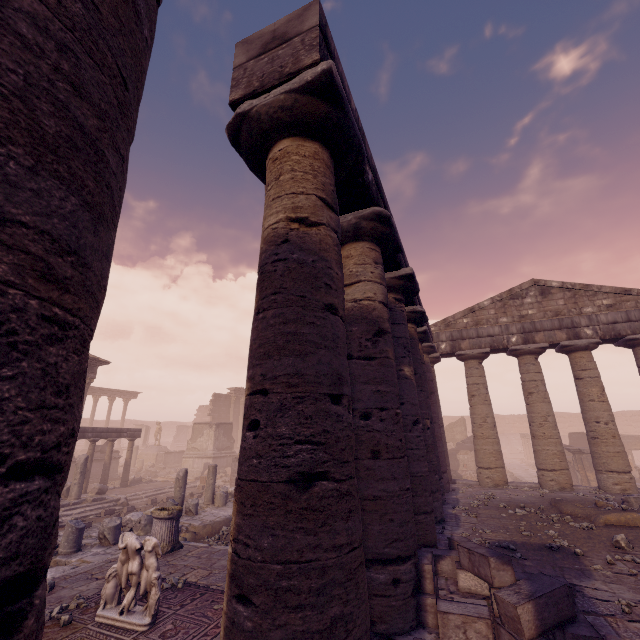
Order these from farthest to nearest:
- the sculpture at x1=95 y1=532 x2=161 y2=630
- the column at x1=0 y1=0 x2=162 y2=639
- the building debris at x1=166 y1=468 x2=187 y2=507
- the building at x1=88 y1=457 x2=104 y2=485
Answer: the building at x1=88 y1=457 x2=104 y2=485 → the building debris at x1=166 y1=468 x2=187 y2=507 → the sculpture at x1=95 y1=532 x2=161 y2=630 → the column at x1=0 y1=0 x2=162 y2=639

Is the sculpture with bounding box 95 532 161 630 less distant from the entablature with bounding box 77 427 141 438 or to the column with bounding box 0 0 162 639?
the column with bounding box 0 0 162 639

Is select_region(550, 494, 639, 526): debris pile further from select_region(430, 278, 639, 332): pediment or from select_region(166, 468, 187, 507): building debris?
select_region(166, 468, 187, 507): building debris

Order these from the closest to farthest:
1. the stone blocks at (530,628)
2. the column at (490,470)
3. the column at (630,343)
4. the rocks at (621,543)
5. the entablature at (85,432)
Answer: Answer: the stone blocks at (530,628), the rocks at (621,543), the column at (630,343), the column at (490,470), the entablature at (85,432)

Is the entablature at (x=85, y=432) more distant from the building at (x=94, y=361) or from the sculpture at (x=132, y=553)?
the sculpture at (x=132, y=553)

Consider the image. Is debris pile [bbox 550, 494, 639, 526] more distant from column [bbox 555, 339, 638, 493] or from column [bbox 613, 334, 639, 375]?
column [bbox 613, 334, 639, 375]

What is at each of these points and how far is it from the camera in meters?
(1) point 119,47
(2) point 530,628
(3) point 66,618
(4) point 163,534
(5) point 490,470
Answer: (1) column, 1.0 m
(2) stone blocks, 3.0 m
(3) stone, 4.7 m
(4) column base, 7.6 m
(5) column, 12.8 m

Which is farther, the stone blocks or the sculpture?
the sculpture
